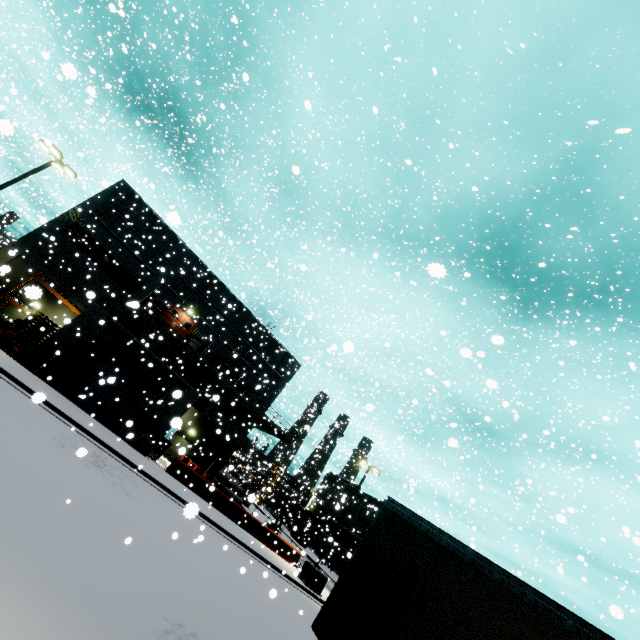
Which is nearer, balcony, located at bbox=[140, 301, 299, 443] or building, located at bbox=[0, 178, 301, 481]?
building, located at bbox=[0, 178, 301, 481]

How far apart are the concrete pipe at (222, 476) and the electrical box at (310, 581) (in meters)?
13.69

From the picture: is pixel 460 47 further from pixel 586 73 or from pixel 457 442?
pixel 586 73

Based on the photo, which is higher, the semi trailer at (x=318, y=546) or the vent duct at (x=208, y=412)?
the vent duct at (x=208, y=412)

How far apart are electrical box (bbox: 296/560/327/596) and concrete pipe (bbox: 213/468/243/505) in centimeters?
1369cm

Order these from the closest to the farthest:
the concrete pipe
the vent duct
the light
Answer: the light → the vent duct → the concrete pipe

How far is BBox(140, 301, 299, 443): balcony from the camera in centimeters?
2653cm

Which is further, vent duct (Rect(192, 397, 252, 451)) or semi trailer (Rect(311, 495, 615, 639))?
vent duct (Rect(192, 397, 252, 451))
